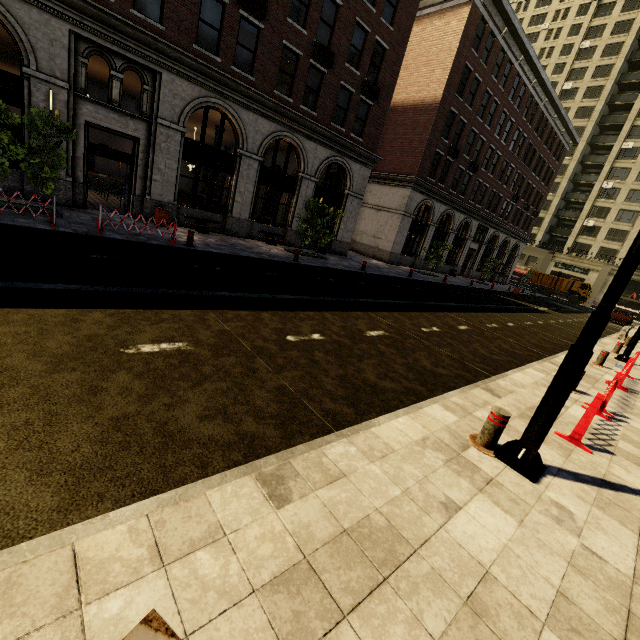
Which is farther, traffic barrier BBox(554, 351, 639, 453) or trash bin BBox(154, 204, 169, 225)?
trash bin BBox(154, 204, 169, 225)

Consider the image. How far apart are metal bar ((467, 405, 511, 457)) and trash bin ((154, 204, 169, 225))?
14.84m

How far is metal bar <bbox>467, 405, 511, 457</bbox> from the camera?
4.08m

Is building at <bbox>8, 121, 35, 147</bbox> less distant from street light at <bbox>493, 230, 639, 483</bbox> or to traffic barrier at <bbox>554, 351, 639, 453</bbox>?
street light at <bbox>493, 230, 639, 483</bbox>

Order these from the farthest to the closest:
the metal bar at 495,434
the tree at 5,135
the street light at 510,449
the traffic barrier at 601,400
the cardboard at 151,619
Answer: the tree at 5,135 → the traffic barrier at 601,400 → the metal bar at 495,434 → the street light at 510,449 → the cardboard at 151,619

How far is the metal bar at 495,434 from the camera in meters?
4.1

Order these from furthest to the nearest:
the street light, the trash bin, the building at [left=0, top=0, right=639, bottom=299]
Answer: the trash bin → the building at [left=0, top=0, right=639, bottom=299] → the street light

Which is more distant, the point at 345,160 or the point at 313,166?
the point at 345,160
